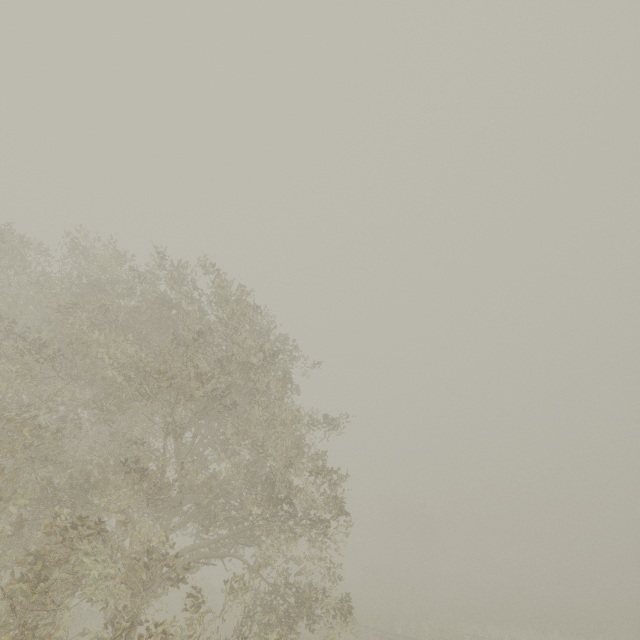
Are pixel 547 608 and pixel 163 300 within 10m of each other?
no
